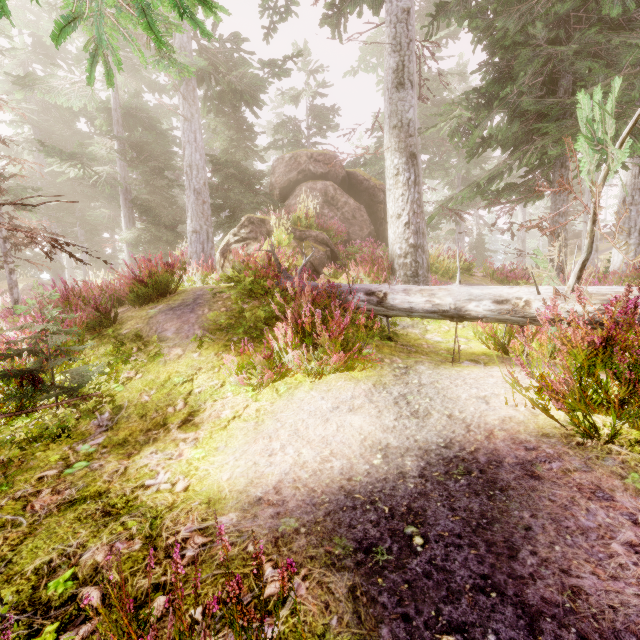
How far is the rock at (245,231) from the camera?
9.41m

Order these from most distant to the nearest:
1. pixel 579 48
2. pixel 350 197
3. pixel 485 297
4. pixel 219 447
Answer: pixel 350 197
pixel 579 48
pixel 485 297
pixel 219 447

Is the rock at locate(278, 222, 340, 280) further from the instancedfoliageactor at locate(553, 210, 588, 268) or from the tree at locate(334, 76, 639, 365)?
the tree at locate(334, 76, 639, 365)

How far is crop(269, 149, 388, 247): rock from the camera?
13.9 meters

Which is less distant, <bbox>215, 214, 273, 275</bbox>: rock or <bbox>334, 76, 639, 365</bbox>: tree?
<bbox>334, 76, 639, 365</bbox>: tree

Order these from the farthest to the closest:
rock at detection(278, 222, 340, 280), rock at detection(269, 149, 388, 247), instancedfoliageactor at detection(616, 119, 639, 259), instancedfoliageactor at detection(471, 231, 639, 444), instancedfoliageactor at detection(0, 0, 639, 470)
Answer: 1. rock at detection(269, 149, 388, 247)
2. rock at detection(278, 222, 340, 280)
3. instancedfoliageactor at detection(616, 119, 639, 259)
4. instancedfoliageactor at detection(0, 0, 639, 470)
5. instancedfoliageactor at detection(471, 231, 639, 444)

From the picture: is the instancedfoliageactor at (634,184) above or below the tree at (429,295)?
above
